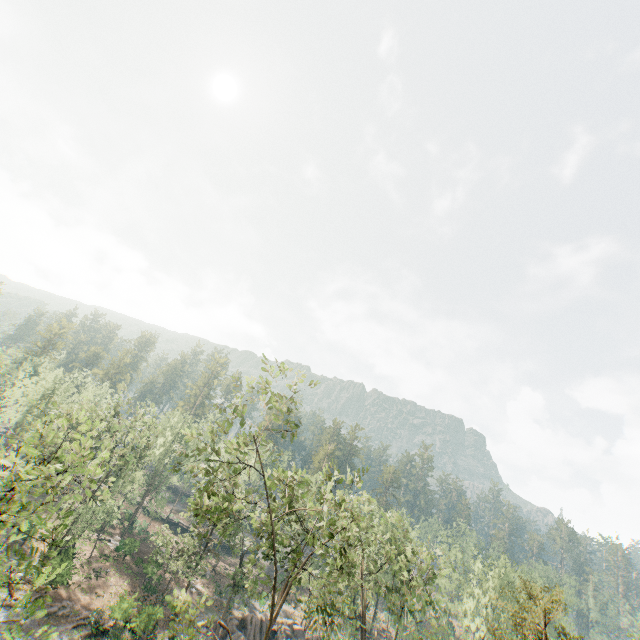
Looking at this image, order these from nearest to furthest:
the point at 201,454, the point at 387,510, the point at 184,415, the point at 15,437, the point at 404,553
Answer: the point at 201,454 < the point at 404,553 < the point at 15,437 < the point at 184,415 < the point at 387,510

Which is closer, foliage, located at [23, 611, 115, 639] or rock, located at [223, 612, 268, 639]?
foliage, located at [23, 611, 115, 639]

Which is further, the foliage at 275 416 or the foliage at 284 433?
the foliage at 275 416

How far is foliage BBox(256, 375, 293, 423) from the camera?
18.43m

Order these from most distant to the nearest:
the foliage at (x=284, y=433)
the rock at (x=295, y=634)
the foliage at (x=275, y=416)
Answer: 1. the rock at (x=295, y=634)
2. the foliage at (x=275, y=416)
3. the foliage at (x=284, y=433)

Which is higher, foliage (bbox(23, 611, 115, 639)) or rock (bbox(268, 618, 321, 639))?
rock (bbox(268, 618, 321, 639))

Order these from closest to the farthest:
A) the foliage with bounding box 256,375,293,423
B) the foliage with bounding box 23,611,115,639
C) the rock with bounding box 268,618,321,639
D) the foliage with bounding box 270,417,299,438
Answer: the foliage with bounding box 23,611,115,639
the foliage with bounding box 270,417,299,438
the foliage with bounding box 256,375,293,423
the rock with bounding box 268,618,321,639
